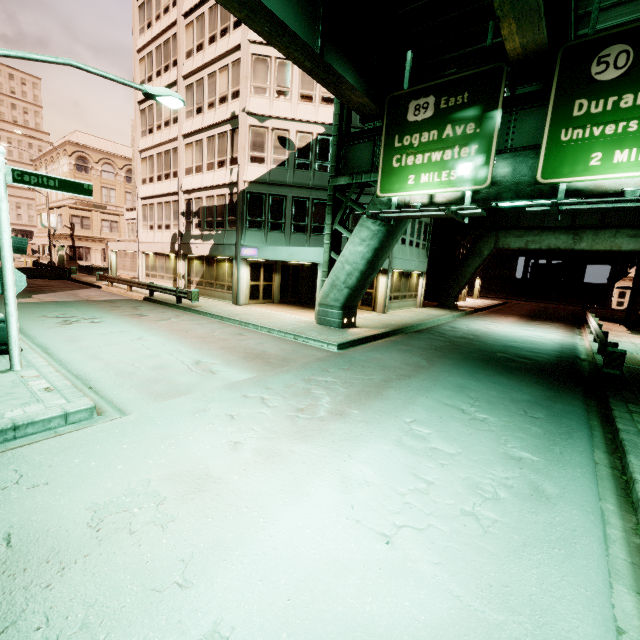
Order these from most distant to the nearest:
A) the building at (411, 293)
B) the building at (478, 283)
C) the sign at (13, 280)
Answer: the building at (478, 283) → the building at (411, 293) → the sign at (13, 280)

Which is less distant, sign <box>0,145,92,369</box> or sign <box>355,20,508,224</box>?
sign <box>0,145,92,369</box>

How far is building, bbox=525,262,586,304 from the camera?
48.2 meters

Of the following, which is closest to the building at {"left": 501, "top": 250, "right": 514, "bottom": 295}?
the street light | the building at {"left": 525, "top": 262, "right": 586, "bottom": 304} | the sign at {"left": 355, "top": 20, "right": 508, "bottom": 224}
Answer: the building at {"left": 525, "top": 262, "right": 586, "bottom": 304}

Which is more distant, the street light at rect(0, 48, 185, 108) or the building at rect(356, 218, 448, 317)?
the building at rect(356, 218, 448, 317)

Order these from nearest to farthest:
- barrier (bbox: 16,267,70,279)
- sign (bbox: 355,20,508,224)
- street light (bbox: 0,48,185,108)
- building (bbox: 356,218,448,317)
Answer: street light (bbox: 0,48,185,108), sign (bbox: 355,20,508,224), building (bbox: 356,218,448,317), barrier (bbox: 16,267,70,279)

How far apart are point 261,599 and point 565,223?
30.64m

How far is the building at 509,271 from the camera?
59.0m
